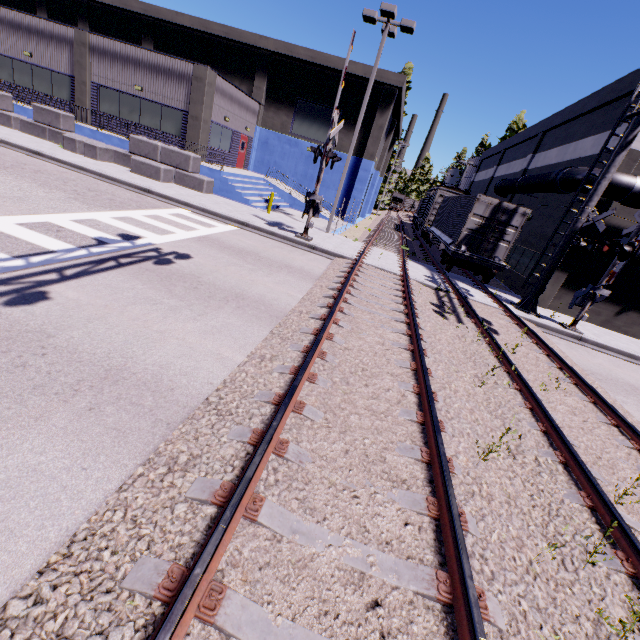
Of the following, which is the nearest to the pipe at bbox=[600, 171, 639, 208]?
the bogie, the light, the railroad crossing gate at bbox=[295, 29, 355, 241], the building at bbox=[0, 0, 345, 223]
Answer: the building at bbox=[0, 0, 345, 223]

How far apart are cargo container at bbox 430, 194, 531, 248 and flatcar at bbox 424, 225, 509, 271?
0.01m

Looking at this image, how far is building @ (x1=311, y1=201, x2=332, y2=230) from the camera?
20.8 meters

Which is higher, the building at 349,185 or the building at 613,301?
the building at 349,185

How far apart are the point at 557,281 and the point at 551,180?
5.0 meters

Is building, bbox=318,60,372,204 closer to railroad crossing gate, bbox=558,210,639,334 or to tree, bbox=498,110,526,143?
tree, bbox=498,110,526,143

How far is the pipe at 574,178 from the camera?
14.29m

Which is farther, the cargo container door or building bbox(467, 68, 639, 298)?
building bbox(467, 68, 639, 298)
